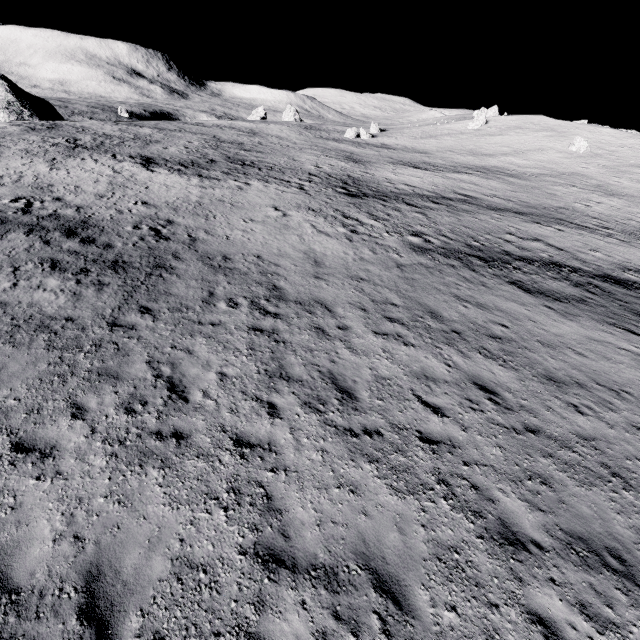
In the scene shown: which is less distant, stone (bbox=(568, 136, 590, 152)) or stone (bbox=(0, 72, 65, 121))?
stone (bbox=(0, 72, 65, 121))

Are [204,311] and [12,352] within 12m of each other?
yes

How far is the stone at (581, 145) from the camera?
57.66m

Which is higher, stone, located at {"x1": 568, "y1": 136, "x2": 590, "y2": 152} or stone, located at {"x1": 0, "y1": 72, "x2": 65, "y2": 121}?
stone, located at {"x1": 568, "y1": 136, "x2": 590, "y2": 152}

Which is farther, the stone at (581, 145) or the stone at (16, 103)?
the stone at (581, 145)

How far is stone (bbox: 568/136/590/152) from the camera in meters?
57.7 m
